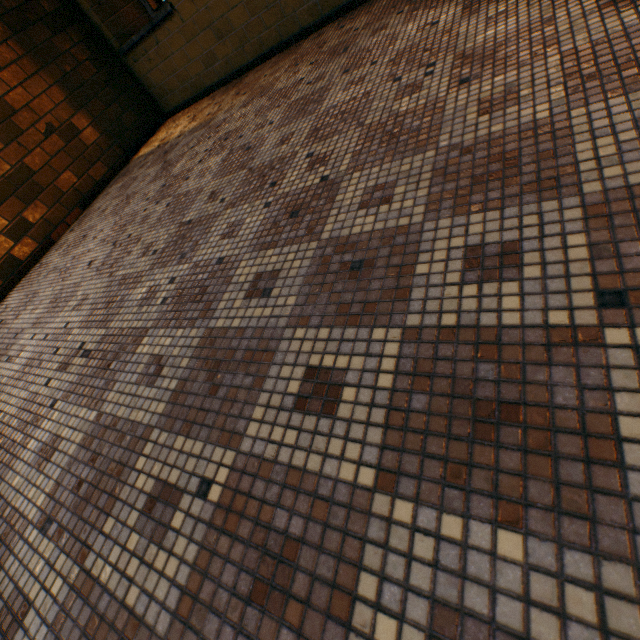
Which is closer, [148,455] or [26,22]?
[148,455]
